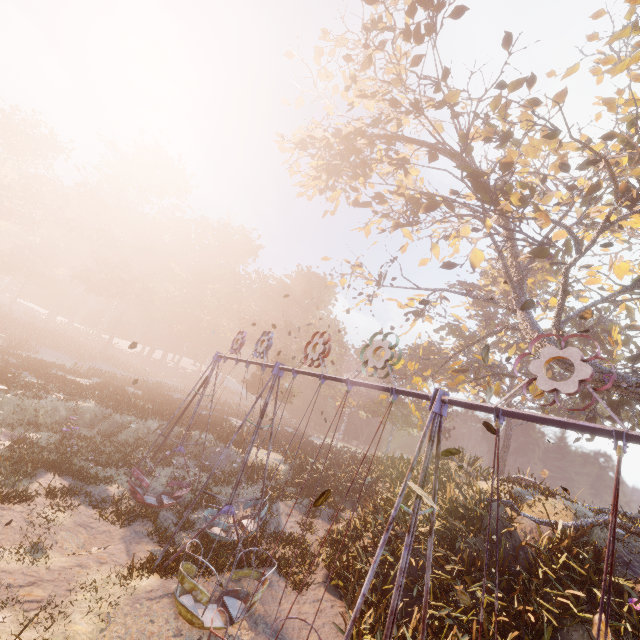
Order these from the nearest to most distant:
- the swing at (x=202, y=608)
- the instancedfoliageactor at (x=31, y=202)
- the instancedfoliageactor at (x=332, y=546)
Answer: the swing at (x=202, y=608) < the instancedfoliageactor at (x=332, y=546) < the instancedfoliageactor at (x=31, y=202)

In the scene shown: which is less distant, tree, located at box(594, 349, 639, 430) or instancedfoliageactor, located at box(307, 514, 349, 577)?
instancedfoliageactor, located at box(307, 514, 349, 577)

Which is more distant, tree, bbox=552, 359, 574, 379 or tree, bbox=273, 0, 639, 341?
tree, bbox=552, 359, 574, 379

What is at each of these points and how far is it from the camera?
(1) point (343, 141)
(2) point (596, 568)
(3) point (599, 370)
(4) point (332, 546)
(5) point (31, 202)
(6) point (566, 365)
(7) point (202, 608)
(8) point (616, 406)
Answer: (1) tree, 21.5m
(2) instancedfoliageactor, 9.0m
(3) tree, 13.2m
(4) instancedfoliageactor, 12.3m
(5) instancedfoliageactor, 47.7m
(6) tree, 14.0m
(7) swing, 7.7m
(8) tree, 18.5m

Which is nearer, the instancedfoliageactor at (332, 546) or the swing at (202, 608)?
the swing at (202, 608)

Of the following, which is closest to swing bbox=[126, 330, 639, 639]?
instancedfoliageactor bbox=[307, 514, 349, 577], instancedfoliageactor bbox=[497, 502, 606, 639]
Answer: instancedfoliageactor bbox=[307, 514, 349, 577]

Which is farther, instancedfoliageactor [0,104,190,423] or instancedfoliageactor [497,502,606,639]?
instancedfoliageactor [0,104,190,423]

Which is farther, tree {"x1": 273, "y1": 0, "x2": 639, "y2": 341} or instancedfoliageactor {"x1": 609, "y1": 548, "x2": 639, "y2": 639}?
tree {"x1": 273, "y1": 0, "x2": 639, "y2": 341}
